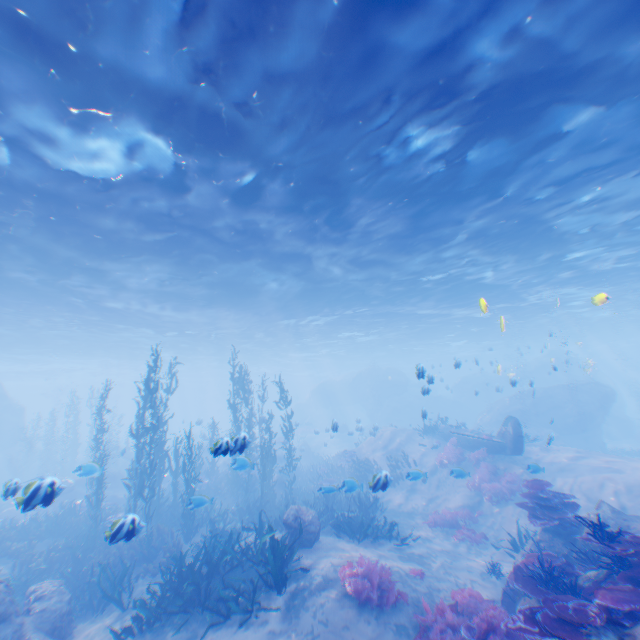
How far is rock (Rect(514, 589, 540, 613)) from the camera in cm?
688

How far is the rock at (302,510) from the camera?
Result: 10.6m

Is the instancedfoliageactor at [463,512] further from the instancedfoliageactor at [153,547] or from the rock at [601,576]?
the rock at [601,576]

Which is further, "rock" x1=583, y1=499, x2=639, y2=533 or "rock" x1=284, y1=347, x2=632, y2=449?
"rock" x1=284, y1=347, x2=632, y2=449

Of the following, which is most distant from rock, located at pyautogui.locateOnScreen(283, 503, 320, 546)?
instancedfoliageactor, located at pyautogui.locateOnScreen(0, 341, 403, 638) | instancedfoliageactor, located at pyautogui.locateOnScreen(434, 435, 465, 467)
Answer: instancedfoliageactor, located at pyautogui.locateOnScreen(434, 435, 465, 467)

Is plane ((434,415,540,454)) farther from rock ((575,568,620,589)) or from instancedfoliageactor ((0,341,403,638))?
instancedfoliageactor ((0,341,403,638))

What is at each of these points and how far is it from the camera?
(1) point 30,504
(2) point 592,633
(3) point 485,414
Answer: (1) rock, 6.0m
(2) rock, 4.6m
(3) rock, 30.4m

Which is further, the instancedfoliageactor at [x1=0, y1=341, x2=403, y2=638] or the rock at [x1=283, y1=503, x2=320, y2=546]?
the rock at [x1=283, y1=503, x2=320, y2=546]
